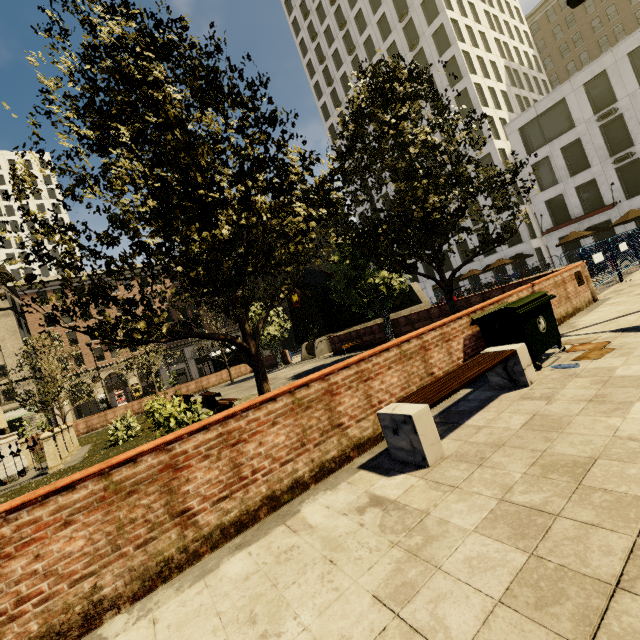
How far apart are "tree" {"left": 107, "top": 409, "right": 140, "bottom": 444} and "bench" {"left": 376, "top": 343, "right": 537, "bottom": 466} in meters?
13.9

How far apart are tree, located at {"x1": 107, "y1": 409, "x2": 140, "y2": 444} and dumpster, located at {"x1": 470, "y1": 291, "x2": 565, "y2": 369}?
14.5m

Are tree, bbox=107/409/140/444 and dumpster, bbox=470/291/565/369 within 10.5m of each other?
no

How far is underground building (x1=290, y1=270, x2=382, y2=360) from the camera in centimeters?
2334cm

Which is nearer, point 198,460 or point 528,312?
point 198,460

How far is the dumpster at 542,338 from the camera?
5.3m

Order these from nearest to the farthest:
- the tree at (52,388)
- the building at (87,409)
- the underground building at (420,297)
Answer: the tree at (52,388), the underground building at (420,297), the building at (87,409)
